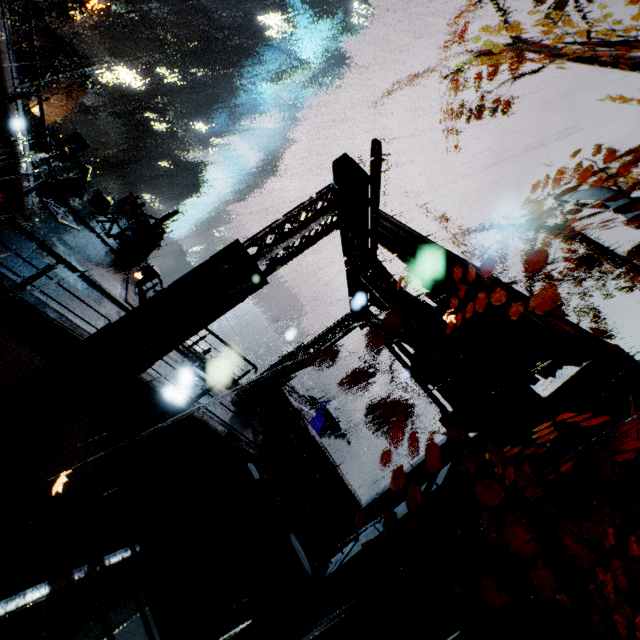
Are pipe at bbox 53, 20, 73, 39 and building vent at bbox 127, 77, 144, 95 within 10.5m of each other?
no

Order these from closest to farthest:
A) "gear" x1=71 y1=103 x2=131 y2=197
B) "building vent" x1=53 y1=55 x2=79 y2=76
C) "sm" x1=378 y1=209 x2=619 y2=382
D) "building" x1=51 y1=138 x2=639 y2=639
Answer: "building" x1=51 y1=138 x2=639 y2=639 → "sm" x1=378 y1=209 x2=619 y2=382 → "building vent" x1=53 y1=55 x2=79 y2=76 → "gear" x1=71 y1=103 x2=131 y2=197

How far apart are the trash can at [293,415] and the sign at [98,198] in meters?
13.2 m

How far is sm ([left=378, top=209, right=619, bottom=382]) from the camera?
7.9m

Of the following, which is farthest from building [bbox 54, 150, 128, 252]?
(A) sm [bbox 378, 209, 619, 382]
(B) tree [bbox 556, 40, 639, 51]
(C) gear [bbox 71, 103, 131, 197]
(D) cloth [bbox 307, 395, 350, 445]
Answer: (D) cloth [bbox 307, 395, 350, 445]

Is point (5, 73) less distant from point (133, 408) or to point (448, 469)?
point (133, 408)

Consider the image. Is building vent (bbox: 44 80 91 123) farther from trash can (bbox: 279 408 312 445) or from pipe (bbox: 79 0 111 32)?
trash can (bbox: 279 408 312 445)

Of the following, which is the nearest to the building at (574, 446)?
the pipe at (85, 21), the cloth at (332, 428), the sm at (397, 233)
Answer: the sm at (397, 233)
